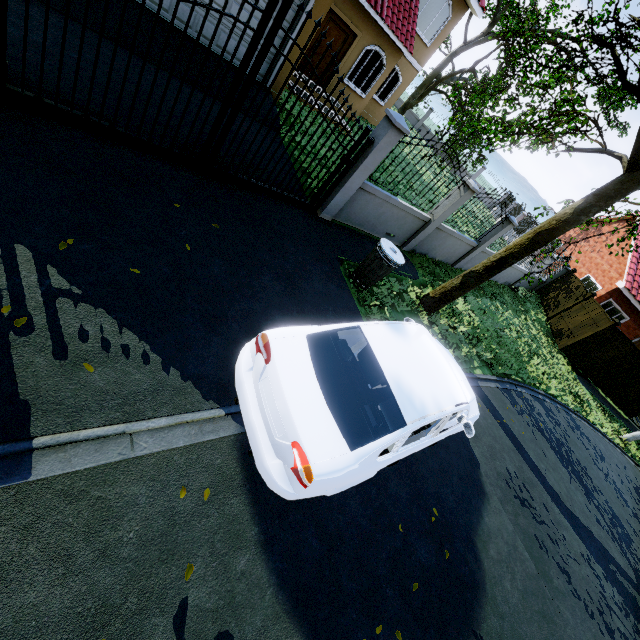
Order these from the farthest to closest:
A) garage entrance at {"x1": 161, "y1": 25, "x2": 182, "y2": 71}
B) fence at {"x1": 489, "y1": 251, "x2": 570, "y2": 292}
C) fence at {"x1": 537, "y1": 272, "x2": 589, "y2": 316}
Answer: fence at {"x1": 537, "y1": 272, "x2": 589, "y2": 316} < fence at {"x1": 489, "y1": 251, "x2": 570, "y2": 292} < garage entrance at {"x1": 161, "y1": 25, "x2": 182, "y2": 71}

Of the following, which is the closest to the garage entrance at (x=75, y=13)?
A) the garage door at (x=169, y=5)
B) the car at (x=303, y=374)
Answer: the garage door at (x=169, y=5)

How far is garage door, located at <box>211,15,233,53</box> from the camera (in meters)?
7.31

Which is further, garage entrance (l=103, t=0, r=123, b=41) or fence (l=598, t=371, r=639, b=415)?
fence (l=598, t=371, r=639, b=415)

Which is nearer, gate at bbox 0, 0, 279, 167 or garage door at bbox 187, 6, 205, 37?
gate at bbox 0, 0, 279, 167

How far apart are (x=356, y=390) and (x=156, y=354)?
2.1 meters

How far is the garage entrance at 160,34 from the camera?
6.3m

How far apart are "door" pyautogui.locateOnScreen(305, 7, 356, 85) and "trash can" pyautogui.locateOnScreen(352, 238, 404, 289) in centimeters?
999cm
